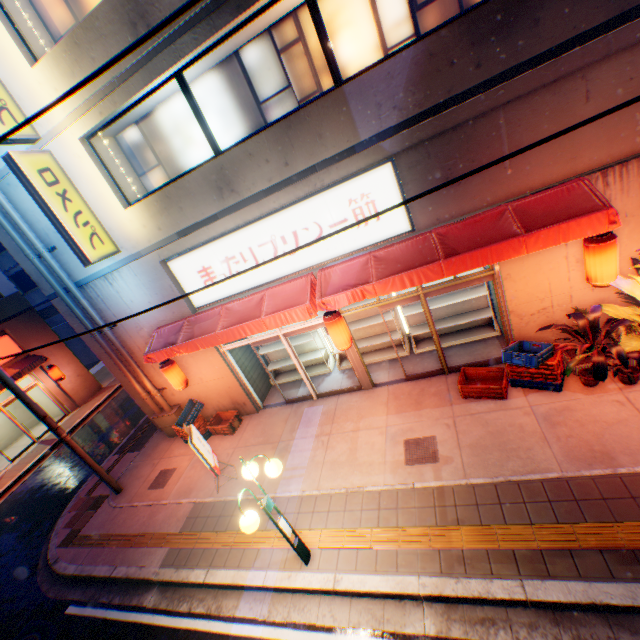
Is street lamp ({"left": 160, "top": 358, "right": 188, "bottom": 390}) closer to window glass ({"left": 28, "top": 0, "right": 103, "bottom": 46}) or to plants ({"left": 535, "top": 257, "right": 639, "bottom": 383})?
window glass ({"left": 28, "top": 0, "right": 103, "bottom": 46})

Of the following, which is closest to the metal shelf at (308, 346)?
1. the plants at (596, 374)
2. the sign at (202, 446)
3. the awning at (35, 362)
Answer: the sign at (202, 446)

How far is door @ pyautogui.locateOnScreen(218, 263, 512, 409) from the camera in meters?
7.1

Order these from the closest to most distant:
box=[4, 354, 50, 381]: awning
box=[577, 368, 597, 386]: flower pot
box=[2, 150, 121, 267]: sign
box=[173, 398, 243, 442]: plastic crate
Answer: box=[577, 368, 597, 386]: flower pot < box=[2, 150, 121, 267]: sign < box=[173, 398, 243, 442]: plastic crate < box=[4, 354, 50, 381]: awning

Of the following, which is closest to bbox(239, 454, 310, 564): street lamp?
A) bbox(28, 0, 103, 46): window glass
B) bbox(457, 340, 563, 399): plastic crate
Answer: bbox(457, 340, 563, 399): plastic crate

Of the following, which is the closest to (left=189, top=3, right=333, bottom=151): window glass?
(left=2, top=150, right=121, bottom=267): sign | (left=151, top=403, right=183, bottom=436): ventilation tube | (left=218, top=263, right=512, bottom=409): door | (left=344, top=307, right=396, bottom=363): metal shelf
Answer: (left=2, top=150, right=121, bottom=267): sign

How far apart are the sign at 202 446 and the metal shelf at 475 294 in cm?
594

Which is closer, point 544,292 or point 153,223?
point 544,292
